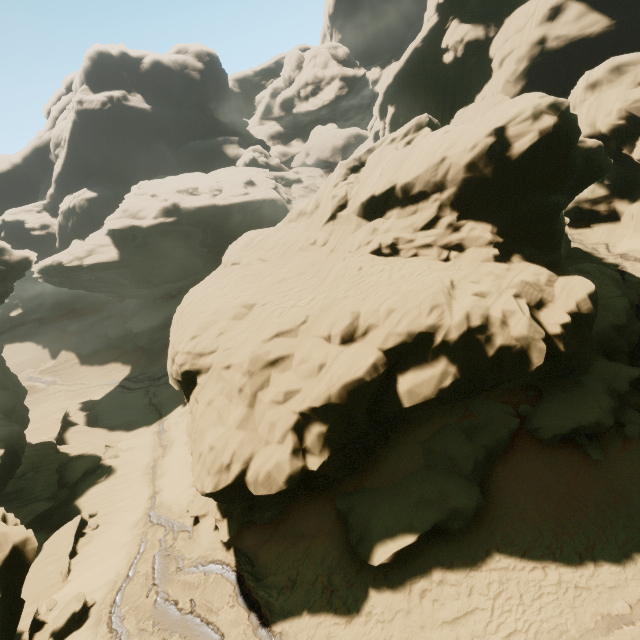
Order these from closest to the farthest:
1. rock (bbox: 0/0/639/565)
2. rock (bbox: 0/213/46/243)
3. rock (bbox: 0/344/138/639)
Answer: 1. rock (bbox: 0/344/138/639)
2. rock (bbox: 0/0/639/565)
3. rock (bbox: 0/213/46/243)

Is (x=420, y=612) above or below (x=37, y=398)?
above

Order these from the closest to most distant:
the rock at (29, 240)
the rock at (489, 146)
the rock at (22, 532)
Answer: the rock at (22, 532)
the rock at (489, 146)
the rock at (29, 240)

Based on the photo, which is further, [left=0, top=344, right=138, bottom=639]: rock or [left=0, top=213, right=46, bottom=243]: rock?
[left=0, top=213, right=46, bottom=243]: rock

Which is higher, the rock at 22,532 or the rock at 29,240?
the rock at 29,240

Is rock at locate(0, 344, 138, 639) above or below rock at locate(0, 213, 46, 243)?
below
